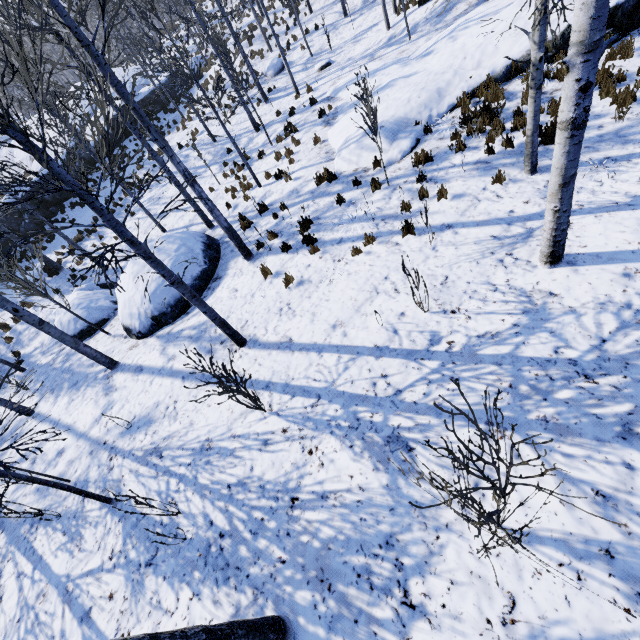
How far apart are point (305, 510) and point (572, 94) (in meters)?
5.35

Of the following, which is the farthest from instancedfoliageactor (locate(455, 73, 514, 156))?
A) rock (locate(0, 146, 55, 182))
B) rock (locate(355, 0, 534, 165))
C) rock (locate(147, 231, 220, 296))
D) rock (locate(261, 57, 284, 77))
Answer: Answer: rock (locate(355, 0, 534, 165))

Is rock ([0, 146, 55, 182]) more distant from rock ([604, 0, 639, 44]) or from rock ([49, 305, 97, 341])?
rock ([604, 0, 639, 44])

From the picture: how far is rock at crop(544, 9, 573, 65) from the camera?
8.07m

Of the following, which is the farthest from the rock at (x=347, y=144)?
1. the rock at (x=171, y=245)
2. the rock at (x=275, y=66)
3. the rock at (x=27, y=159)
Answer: the rock at (x=27, y=159)

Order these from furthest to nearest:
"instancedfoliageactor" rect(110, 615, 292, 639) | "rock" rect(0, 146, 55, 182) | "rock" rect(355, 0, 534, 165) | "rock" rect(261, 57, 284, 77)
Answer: "rock" rect(0, 146, 55, 182)
"rock" rect(261, 57, 284, 77)
"rock" rect(355, 0, 534, 165)
"instancedfoliageactor" rect(110, 615, 292, 639)

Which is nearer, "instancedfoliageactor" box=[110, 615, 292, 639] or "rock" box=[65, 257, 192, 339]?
"instancedfoliageactor" box=[110, 615, 292, 639]

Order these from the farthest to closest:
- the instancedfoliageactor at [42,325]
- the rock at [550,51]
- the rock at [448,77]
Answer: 1. the rock at [448,77]
2. the rock at [550,51]
3. the instancedfoliageactor at [42,325]
